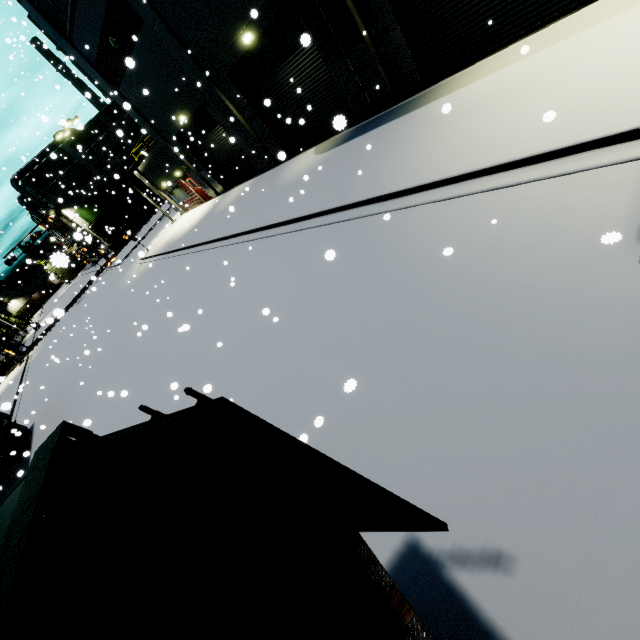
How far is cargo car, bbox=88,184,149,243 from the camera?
50.1m

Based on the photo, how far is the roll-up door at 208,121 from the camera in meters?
18.2 m

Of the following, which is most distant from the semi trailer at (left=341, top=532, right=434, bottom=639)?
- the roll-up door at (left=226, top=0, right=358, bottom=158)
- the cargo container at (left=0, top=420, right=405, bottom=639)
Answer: the roll-up door at (left=226, top=0, right=358, bottom=158)

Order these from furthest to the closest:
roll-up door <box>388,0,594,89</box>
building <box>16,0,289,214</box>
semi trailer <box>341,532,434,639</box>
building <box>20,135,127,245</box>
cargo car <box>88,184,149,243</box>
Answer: cargo car <box>88,184,149,243</box>
building <box>20,135,127,245</box>
building <box>16,0,289,214</box>
roll-up door <box>388,0,594,89</box>
semi trailer <box>341,532,434,639</box>

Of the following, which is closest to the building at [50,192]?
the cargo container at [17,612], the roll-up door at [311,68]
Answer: the roll-up door at [311,68]

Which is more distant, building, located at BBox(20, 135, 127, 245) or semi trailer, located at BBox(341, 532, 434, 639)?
building, located at BBox(20, 135, 127, 245)

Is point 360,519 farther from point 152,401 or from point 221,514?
point 152,401

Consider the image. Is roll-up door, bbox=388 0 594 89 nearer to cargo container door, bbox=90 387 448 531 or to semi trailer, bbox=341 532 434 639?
semi trailer, bbox=341 532 434 639
